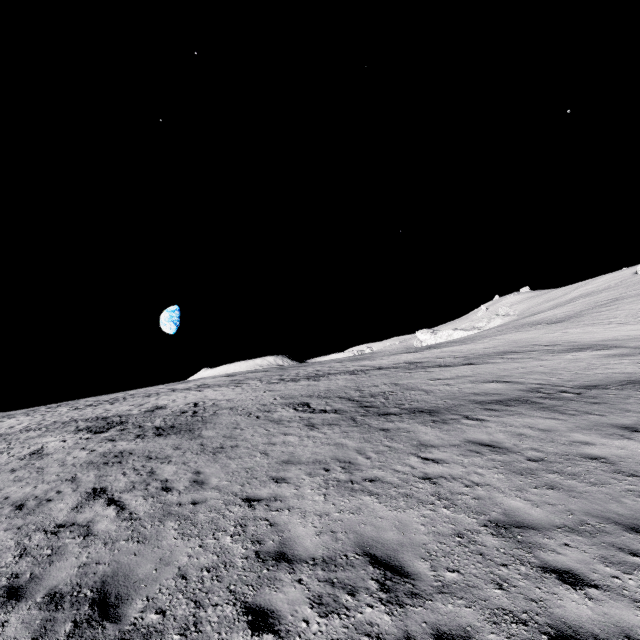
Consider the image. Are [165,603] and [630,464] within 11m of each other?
yes
